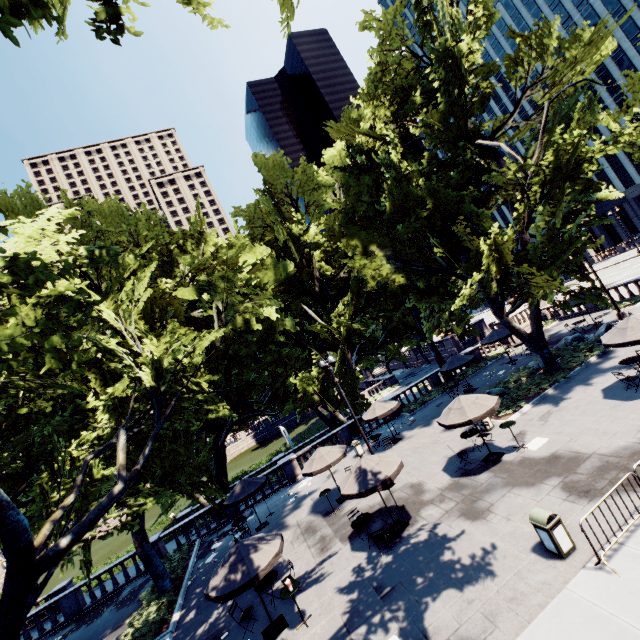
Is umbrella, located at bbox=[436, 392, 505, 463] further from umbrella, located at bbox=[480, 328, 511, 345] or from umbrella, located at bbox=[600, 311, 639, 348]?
umbrella, located at bbox=[480, 328, 511, 345]

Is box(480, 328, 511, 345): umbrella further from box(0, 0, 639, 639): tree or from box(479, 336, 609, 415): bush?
box(0, 0, 639, 639): tree

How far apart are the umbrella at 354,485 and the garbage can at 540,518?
4.3 meters

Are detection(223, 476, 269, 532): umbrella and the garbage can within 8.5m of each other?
no

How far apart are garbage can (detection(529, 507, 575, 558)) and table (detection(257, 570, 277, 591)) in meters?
8.9

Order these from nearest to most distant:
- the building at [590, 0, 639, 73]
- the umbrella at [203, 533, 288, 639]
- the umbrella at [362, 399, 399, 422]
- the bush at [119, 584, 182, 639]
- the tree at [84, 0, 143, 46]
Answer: the tree at [84, 0, 143, 46], the umbrella at [203, 533, 288, 639], the bush at [119, 584, 182, 639], the umbrella at [362, 399, 399, 422], the building at [590, 0, 639, 73]

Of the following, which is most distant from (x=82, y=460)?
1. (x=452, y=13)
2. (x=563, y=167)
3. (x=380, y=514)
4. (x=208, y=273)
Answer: (x=452, y=13)

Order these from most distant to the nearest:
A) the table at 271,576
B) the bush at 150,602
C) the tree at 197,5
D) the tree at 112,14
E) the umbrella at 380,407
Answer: the umbrella at 380,407 → the bush at 150,602 → the table at 271,576 → the tree at 197,5 → the tree at 112,14
